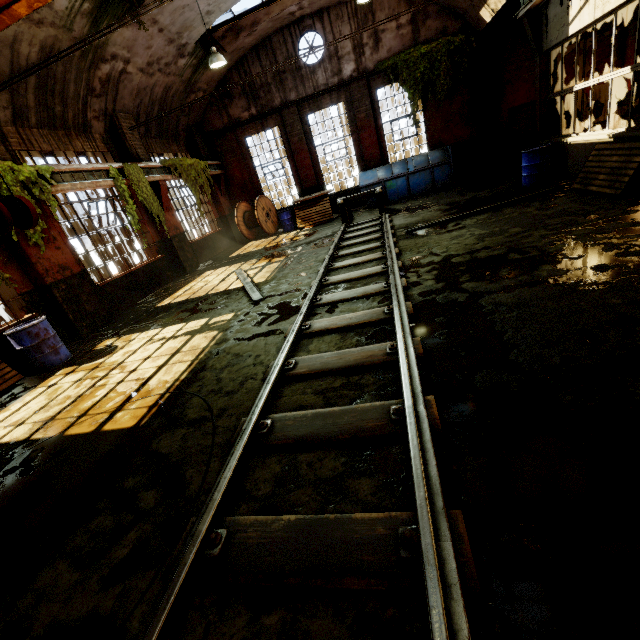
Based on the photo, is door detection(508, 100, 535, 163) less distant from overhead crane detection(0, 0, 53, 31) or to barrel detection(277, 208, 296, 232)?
barrel detection(277, 208, 296, 232)

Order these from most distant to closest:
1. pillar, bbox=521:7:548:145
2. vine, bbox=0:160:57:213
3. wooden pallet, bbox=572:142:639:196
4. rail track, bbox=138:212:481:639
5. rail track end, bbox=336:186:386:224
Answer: rail track end, bbox=336:186:386:224 < pillar, bbox=521:7:548:145 < vine, bbox=0:160:57:213 < wooden pallet, bbox=572:142:639:196 < rail track, bbox=138:212:481:639

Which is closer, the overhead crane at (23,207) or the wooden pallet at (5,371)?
the overhead crane at (23,207)

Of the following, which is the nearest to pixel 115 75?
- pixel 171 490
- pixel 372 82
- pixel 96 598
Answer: pixel 372 82

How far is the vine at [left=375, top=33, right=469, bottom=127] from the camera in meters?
12.4 m

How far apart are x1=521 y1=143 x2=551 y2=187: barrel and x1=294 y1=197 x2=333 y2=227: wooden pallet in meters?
7.2

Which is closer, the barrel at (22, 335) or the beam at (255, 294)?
the barrel at (22, 335)

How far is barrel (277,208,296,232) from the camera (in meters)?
14.94
